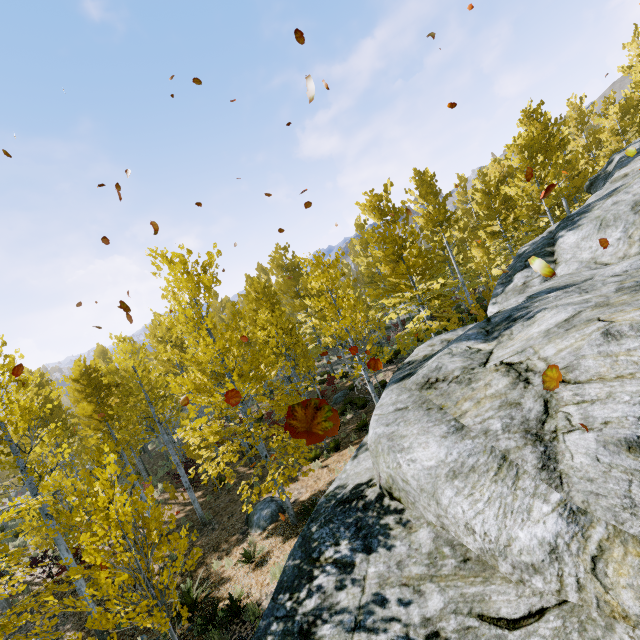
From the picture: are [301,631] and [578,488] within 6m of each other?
yes

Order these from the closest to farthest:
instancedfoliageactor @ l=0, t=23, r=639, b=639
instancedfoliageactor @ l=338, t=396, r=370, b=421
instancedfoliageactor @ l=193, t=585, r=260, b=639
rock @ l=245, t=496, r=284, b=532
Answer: instancedfoliageactor @ l=0, t=23, r=639, b=639, instancedfoliageactor @ l=193, t=585, r=260, b=639, rock @ l=245, t=496, r=284, b=532, instancedfoliageactor @ l=338, t=396, r=370, b=421

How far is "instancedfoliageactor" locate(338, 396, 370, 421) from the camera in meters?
16.8

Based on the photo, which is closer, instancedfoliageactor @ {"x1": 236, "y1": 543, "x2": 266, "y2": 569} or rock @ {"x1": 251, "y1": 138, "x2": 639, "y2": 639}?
rock @ {"x1": 251, "y1": 138, "x2": 639, "y2": 639}

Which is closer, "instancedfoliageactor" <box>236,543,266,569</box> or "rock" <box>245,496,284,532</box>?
"instancedfoliageactor" <box>236,543,266,569</box>

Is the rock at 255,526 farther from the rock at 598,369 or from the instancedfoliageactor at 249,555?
the rock at 598,369

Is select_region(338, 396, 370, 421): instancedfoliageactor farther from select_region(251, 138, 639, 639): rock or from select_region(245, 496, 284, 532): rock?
select_region(245, 496, 284, 532): rock

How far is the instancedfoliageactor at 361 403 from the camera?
16.8m
